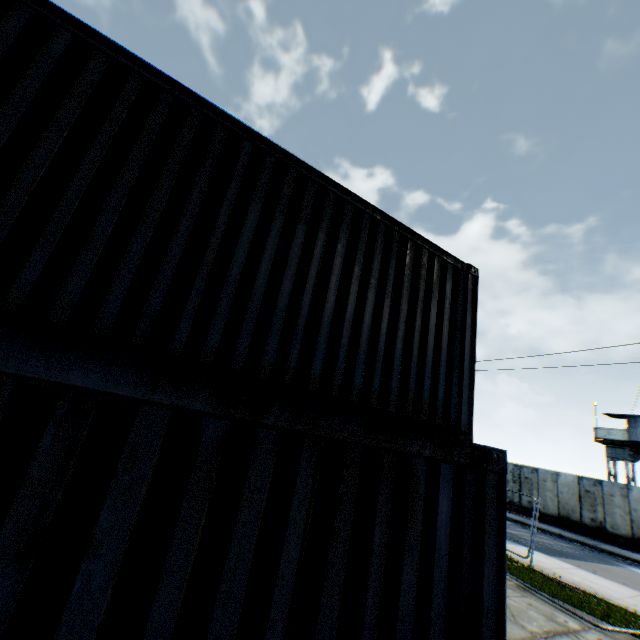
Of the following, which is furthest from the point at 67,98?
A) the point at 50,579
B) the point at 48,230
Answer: the point at 50,579

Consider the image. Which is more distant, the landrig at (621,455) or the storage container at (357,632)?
the landrig at (621,455)

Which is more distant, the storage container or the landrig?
the landrig

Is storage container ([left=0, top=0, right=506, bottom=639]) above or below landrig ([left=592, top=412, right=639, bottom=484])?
below

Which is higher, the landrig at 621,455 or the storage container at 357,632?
the landrig at 621,455
